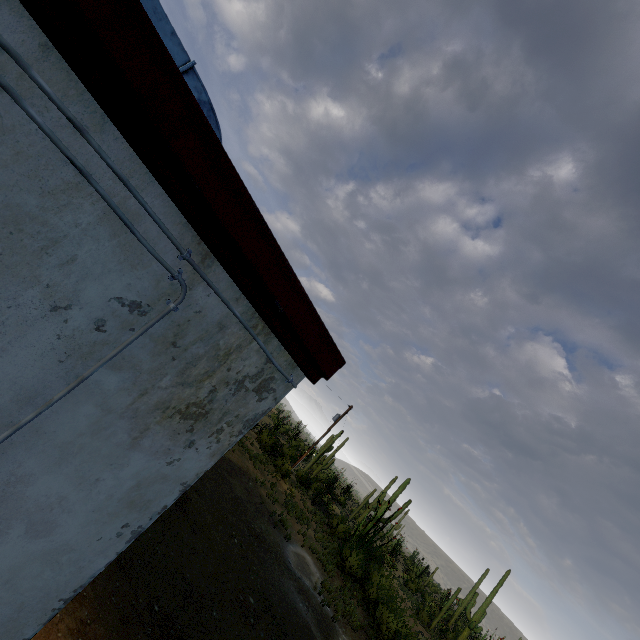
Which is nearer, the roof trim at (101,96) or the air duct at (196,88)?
the roof trim at (101,96)

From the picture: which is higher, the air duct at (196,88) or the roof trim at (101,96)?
the air duct at (196,88)

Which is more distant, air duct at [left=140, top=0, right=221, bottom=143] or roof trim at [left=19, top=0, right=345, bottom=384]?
air duct at [left=140, top=0, right=221, bottom=143]

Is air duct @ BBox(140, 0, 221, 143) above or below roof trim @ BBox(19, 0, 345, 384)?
above

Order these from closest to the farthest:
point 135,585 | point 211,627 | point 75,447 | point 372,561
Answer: point 75,447 → point 135,585 → point 211,627 → point 372,561
